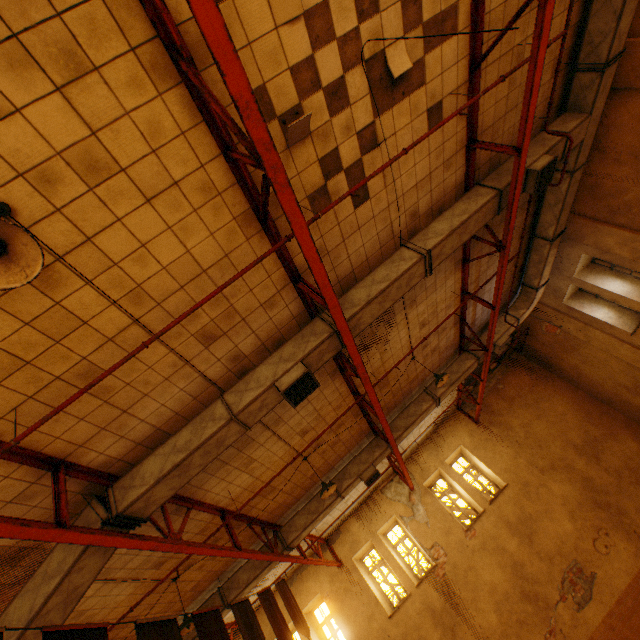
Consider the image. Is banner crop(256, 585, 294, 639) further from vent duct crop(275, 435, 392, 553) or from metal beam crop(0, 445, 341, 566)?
vent duct crop(275, 435, 392, 553)

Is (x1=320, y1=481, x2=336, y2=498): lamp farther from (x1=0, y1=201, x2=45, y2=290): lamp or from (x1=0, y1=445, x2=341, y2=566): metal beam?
(x1=0, y1=201, x2=45, y2=290): lamp

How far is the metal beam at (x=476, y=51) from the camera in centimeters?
441cm

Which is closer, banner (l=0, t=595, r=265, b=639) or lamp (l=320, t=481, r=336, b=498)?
banner (l=0, t=595, r=265, b=639)

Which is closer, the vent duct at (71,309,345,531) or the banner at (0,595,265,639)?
the banner at (0,595,265,639)

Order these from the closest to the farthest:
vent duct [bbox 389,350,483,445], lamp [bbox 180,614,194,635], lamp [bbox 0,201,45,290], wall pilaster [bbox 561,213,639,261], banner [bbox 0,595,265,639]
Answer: lamp [bbox 0,201,45,290] < banner [bbox 0,595,265,639] < lamp [bbox 180,614,194,635] < wall pilaster [bbox 561,213,639,261] < vent duct [bbox 389,350,483,445]

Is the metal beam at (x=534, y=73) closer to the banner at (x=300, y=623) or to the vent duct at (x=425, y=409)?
the vent duct at (x=425, y=409)

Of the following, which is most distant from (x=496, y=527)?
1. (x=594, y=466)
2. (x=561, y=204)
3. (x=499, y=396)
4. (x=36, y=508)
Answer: (x=36, y=508)
